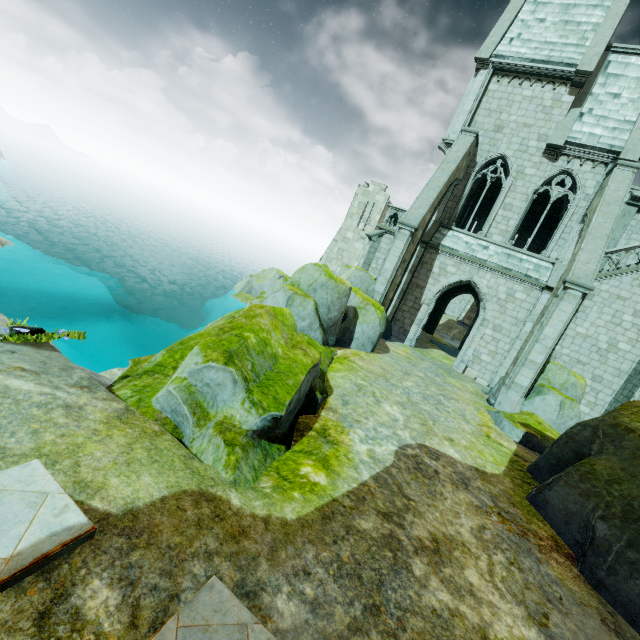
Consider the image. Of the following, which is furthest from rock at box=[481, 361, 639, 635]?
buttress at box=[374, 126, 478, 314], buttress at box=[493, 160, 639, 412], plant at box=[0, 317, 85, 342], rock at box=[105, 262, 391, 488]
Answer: plant at box=[0, 317, 85, 342]

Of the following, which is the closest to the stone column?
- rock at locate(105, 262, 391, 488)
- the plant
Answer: rock at locate(105, 262, 391, 488)

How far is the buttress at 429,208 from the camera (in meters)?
14.75

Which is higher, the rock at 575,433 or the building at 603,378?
the building at 603,378

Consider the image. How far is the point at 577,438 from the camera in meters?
7.8

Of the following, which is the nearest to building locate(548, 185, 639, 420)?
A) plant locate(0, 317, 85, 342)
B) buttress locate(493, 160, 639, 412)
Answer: buttress locate(493, 160, 639, 412)

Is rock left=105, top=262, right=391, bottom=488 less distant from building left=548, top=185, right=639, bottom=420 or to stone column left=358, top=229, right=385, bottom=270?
building left=548, top=185, right=639, bottom=420

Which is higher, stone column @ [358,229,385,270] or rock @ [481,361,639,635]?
stone column @ [358,229,385,270]
